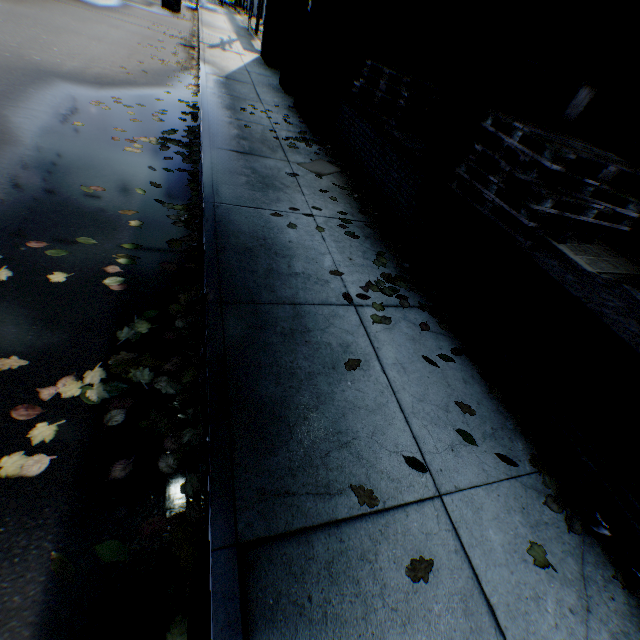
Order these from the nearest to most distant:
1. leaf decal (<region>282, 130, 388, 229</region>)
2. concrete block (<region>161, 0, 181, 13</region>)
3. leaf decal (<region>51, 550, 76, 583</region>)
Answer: leaf decal (<region>51, 550, 76, 583</region>)
leaf decal (<region>282, 130, 388, 229</region>)
concrete block (<region>161, 0, 181, 13</region>)

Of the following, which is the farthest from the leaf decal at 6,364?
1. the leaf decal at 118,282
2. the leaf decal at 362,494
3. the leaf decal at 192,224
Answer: the leaf decal at 362,494

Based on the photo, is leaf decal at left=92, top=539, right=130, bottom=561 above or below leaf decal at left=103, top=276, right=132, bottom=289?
→ below

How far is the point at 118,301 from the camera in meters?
2.9

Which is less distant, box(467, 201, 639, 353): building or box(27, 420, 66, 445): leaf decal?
box(27, 420, 66, 445): leaf decal

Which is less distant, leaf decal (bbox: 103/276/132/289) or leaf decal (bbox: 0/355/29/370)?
leaf decal (bbox: 0/355/29/370)

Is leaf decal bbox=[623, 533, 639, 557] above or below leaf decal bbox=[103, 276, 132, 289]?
above

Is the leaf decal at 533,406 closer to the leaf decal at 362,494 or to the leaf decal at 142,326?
the leaf decal at 362,494
